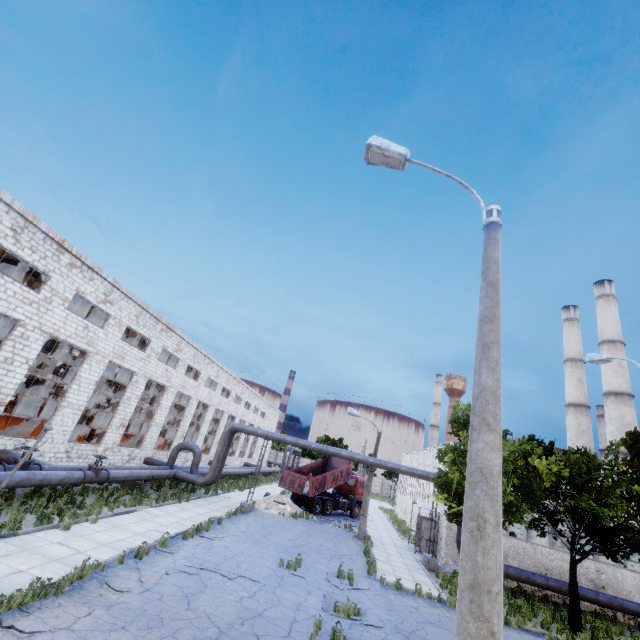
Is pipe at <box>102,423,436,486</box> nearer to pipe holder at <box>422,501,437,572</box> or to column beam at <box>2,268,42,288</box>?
pipe holder at <box>422,501,437,572</box>

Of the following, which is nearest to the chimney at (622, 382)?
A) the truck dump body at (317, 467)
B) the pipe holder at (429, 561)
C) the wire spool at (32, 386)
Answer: the pipe holder at (429, 561)

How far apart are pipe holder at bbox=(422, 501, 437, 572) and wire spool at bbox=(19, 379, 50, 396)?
28.2m

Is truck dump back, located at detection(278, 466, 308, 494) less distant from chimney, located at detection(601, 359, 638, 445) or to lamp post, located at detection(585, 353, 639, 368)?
lamp post, located at detection(585, 353, 639, 368)

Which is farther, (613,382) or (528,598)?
(613,382)

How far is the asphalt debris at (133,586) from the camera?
8.5 meters

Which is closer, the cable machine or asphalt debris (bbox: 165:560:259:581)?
asphalt debris (bbox: 165:560:259:581)

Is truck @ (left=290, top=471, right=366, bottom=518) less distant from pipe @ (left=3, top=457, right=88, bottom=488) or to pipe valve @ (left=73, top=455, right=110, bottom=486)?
pipe valve @ (left=73, top=455, right=110, bottom=486)
